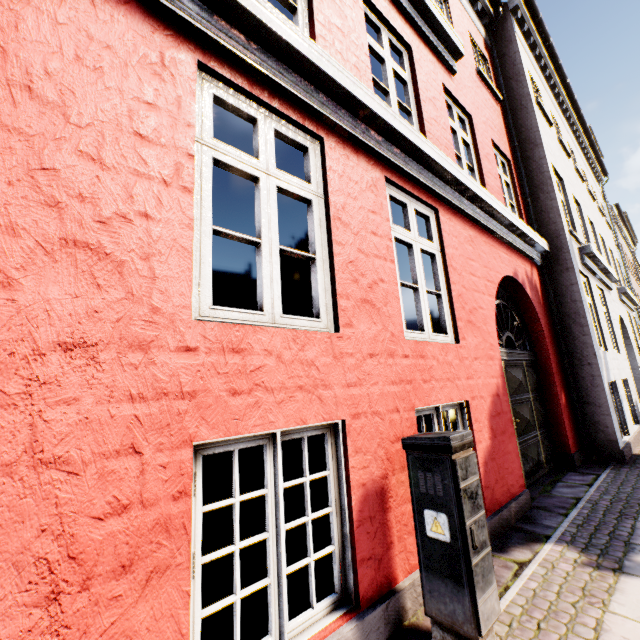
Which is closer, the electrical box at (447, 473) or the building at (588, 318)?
the building at (588, 318)

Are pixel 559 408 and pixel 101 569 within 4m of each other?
no

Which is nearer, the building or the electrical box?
the building
